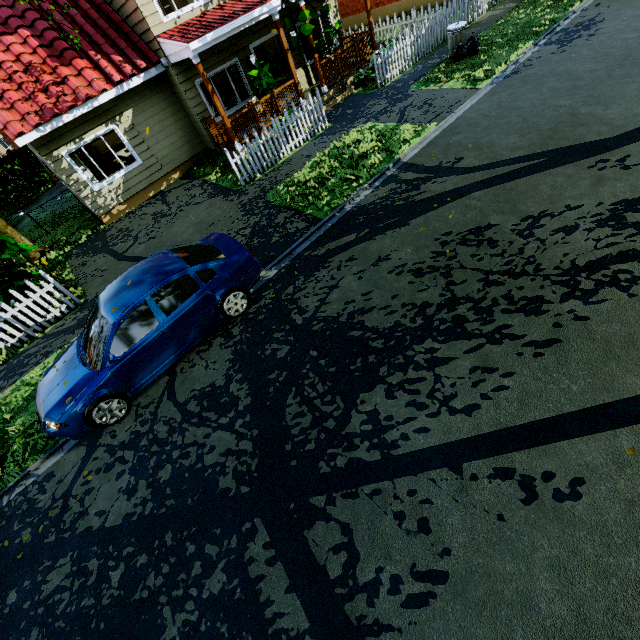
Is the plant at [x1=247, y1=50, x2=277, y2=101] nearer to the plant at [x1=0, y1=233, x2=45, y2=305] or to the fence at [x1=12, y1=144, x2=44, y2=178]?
the fence at [x1=12, y1=144, x2=44, y2=178]

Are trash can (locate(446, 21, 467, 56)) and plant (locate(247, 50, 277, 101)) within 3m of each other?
no

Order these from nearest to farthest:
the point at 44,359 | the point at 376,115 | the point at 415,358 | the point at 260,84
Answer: the point at 415,358 → the point at 44,359 → the point at 376,115 → the point at 260,84

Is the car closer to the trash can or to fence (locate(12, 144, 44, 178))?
fence (locate(12, 144, 44, 178))

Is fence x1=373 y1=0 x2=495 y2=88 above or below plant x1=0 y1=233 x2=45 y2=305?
below

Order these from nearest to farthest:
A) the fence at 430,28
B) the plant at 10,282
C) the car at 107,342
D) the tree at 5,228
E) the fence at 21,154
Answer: the car at 107,342, the plant at 10,282, the tree at 5,228, the fence at 430,28, the fence at 21,154

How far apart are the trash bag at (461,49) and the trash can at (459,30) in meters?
0.0 m

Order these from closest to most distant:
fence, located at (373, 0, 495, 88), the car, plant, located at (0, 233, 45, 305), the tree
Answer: the car < plant, located at (0, 233, 45, 305) < the tree < fence, located at (373, 0, 495, 88)
